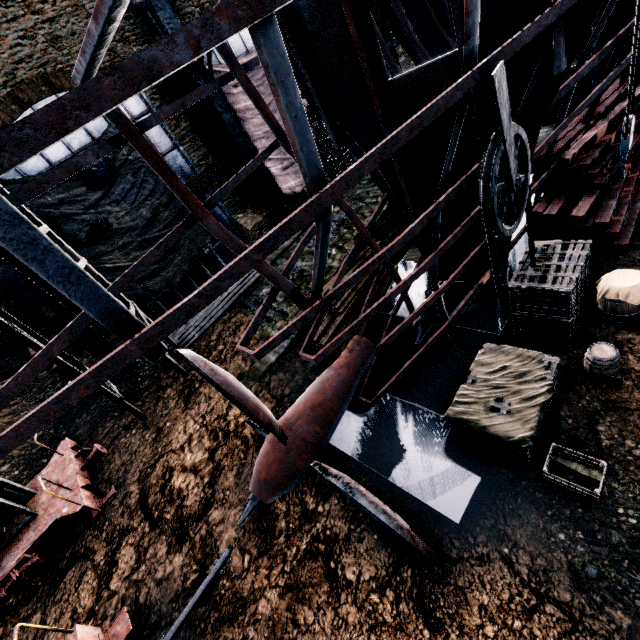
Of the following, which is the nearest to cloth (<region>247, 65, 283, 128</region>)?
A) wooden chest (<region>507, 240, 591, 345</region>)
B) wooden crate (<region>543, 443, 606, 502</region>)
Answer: wooden chest (<region>507, 240, 591, 345</region>)

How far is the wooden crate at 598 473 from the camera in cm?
552

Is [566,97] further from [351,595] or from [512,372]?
[351,595]

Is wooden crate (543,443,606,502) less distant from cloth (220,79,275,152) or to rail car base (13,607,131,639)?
rail car base (13,607,131,639)

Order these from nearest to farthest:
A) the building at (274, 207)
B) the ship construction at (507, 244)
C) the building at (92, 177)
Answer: the ship construction at (507, 244), the building at (92, 177), the building at (274, 207)

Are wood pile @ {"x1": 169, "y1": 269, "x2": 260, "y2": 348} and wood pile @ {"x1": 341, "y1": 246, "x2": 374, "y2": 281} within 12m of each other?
yes

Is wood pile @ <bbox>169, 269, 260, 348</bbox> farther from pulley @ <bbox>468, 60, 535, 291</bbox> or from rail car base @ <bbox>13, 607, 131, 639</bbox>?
pulley @ <bbox>468, 60, 535, 291</bbox>

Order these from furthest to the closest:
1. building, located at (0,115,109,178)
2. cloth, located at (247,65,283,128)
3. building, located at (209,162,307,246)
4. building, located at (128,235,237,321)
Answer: building, located at (209,162,307,246) < cloth, located at (247,65,283,128) < building, located at (128,235,237,321) < building, located at (0,115,109,178)
